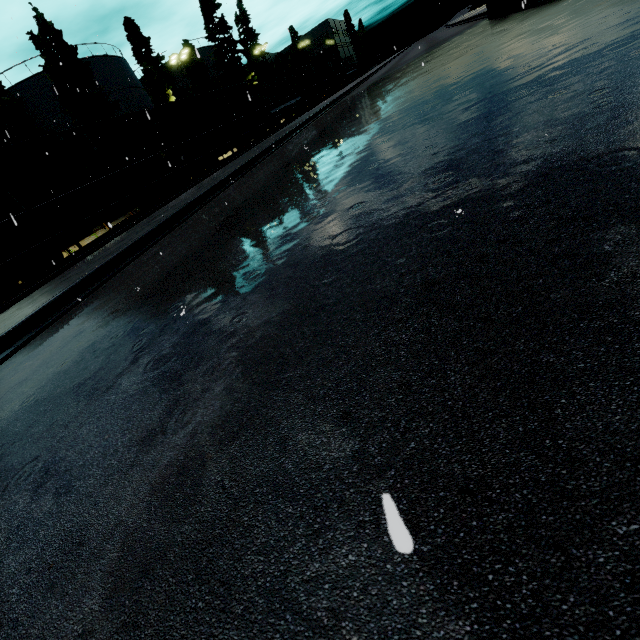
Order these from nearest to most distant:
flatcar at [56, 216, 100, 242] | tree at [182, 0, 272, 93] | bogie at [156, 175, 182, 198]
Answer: flatcar at [56, 216, 100, 242], bogie at [156, 175, 182, 198], tree at [182, 0, 272, 93]

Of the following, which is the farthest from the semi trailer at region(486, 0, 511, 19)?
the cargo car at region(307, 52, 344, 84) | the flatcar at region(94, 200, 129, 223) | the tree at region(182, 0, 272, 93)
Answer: the cargo car at region(307, 52, 344, 84)

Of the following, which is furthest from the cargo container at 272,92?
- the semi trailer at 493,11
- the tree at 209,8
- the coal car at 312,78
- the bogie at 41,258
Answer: the bogie at 41,258

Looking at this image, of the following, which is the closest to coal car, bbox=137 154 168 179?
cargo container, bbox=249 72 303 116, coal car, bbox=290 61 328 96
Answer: cargo container, bbox=249 72 303 116

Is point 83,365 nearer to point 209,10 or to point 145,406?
point 145,406

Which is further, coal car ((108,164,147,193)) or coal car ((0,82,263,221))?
coal car ((108,164,147,193))

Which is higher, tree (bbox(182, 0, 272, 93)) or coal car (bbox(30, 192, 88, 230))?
tree (bbox(182, 0, 272, 93))

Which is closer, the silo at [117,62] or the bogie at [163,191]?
the bogie at [163,191]
